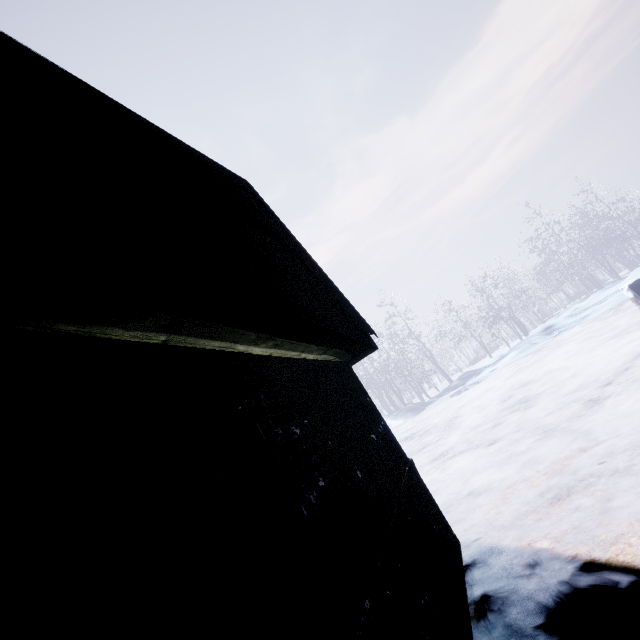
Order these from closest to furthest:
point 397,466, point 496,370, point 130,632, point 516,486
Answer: point 130,632, point 397,466, point 516,486, point 496,370
